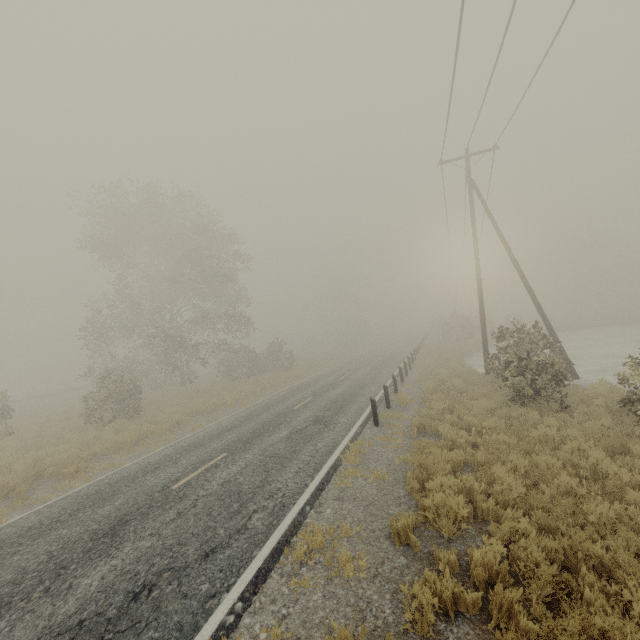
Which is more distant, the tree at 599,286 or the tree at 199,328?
the tree at 599,286

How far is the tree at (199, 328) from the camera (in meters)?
24.17

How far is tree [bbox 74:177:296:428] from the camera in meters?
24.2 m

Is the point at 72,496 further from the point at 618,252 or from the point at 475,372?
the point at 618,252

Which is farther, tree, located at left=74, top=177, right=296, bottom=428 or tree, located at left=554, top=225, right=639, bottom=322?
tree, located at left=554, top=225, right=639, bottom=322
